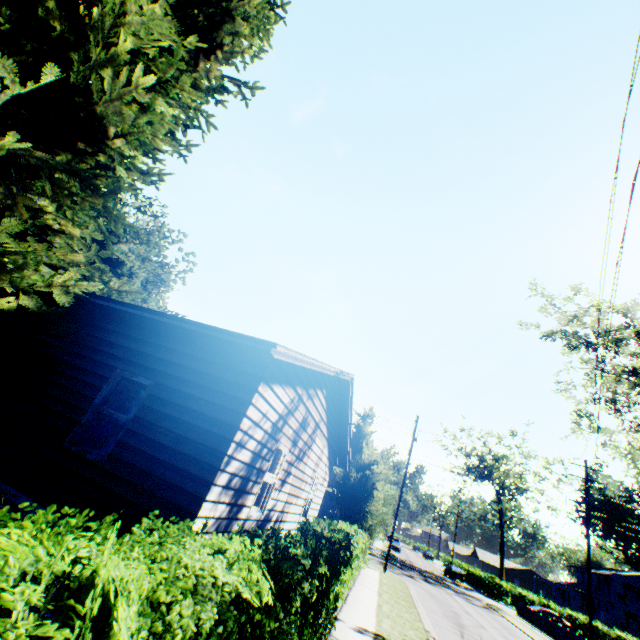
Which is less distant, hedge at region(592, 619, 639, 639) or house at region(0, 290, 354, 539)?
house at region(0, 290, 354, 539)

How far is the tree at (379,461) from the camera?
17.2m

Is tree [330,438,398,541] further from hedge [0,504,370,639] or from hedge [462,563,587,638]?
hedge [462,563,587,638]

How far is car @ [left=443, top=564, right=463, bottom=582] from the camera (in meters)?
45.73

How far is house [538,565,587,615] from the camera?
49.5 meters

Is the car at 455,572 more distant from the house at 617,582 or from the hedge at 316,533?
the hedge at 316,533

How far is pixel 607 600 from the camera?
48.28m

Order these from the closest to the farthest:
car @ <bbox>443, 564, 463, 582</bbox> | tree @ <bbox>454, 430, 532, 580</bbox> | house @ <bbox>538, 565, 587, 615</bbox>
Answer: car @ <bbox>443, 564, 463, 582</bbox> → tree @ <bbox>454, 430, 532, 580</bbox> → house @ <bbox>538, 565, 587, 615</bbox>
